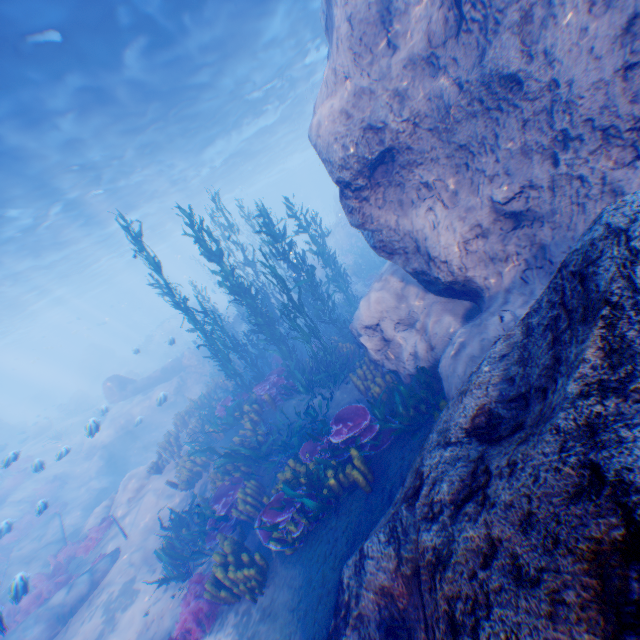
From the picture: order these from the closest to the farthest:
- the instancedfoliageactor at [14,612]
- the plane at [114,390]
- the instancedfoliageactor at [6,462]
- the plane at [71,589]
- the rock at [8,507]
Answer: the plane at [71,589] → the instancedfoliageactor at [14,612] → the instancedfoliageactor at [6,462] → the rock at [8,507] → the plane at [114,390]

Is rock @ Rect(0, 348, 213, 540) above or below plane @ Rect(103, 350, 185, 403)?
below

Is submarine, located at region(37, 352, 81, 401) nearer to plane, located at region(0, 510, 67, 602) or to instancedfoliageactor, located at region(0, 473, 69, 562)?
plane, located at region(0, 510, 67, 602)

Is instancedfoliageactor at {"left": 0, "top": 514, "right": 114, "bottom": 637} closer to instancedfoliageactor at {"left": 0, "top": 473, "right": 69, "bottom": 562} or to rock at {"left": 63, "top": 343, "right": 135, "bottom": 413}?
rock at {"left": 63, "top": 343, "right": 135, "bottom": 413}

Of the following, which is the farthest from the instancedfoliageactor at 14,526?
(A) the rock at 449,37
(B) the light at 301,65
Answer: (B) the light at 301,65

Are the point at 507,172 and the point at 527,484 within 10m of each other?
yes

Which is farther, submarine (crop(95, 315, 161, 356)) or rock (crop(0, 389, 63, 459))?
submarine (crop(95, 315, 161, 356))

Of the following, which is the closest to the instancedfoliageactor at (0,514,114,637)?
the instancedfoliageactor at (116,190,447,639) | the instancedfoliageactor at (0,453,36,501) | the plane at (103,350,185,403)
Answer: the plane at (103,350,185,403)
